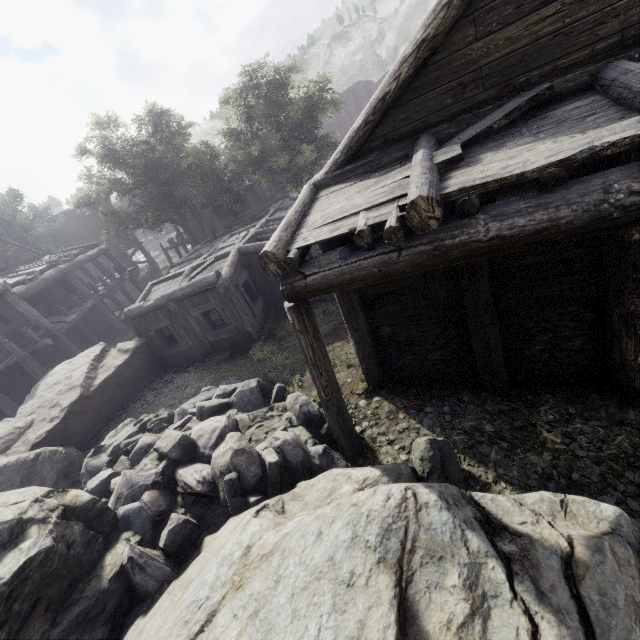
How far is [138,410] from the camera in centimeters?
1127cm

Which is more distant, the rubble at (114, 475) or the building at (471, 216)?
the rubble at (114, 475)

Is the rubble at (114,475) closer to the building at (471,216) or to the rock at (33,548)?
the rock at (33,548)

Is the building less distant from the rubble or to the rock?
the rock

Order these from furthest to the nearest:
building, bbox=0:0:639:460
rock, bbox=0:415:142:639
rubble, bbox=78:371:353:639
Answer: rubble, bbox=78:371:353:639
rock, bbox=0:415:142:639
building, bbox=0:0:639:460

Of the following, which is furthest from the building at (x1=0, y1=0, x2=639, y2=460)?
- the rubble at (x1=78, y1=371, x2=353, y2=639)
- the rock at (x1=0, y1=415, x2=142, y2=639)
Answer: the rubble at (x1=78, y1=371, x2=353, y2=639)

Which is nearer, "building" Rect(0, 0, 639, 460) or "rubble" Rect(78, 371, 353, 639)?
"building" Rect(0, 0, 639, 460)
